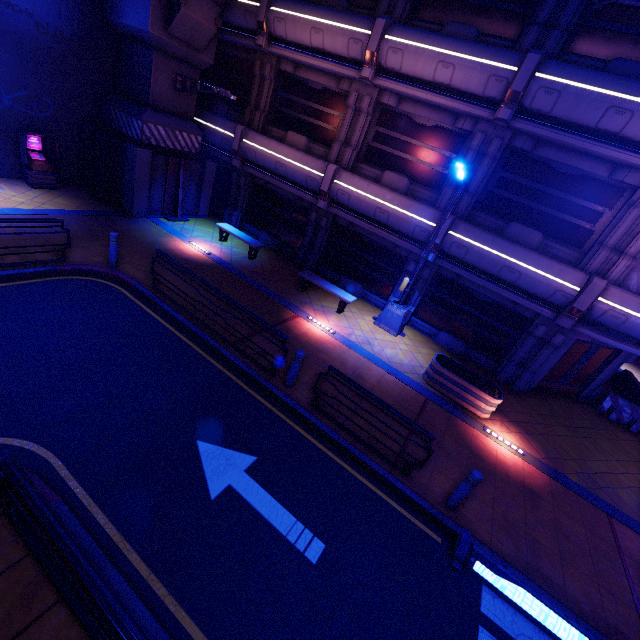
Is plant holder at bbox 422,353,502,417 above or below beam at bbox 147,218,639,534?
above

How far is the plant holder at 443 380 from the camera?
9.5 meters

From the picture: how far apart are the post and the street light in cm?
658

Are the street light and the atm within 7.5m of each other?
no

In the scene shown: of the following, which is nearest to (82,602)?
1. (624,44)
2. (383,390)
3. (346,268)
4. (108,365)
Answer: (108,365)

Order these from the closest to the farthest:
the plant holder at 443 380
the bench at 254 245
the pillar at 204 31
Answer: the plant holder at 443 380
the pillar at 204 31
the bench at 254 245

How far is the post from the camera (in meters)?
6.10

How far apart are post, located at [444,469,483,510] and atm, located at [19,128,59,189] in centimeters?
1756cm
